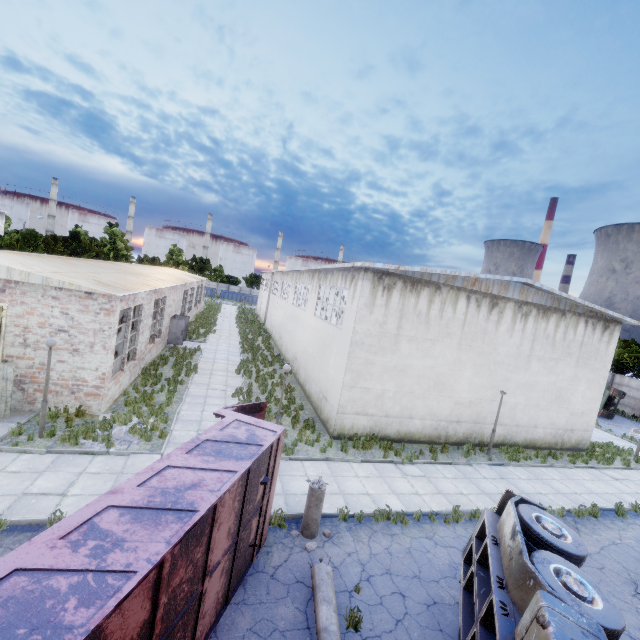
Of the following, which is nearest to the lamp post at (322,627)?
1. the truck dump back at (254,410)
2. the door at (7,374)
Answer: the truck dump back at (254,410)

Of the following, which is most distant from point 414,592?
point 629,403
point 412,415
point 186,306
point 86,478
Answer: point 629,403

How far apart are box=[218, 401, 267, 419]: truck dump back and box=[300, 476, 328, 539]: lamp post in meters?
1.8 m

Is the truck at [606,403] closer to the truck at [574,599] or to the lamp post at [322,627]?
the truck at [574,599]

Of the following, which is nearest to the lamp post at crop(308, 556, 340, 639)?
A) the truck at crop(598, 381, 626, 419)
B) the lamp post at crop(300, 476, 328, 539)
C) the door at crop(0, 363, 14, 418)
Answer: the lamp post at crop(300, 476, 328, 539)

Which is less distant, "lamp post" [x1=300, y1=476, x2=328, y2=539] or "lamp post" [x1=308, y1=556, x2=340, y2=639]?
"lamp post" [x1=308, y1=556, x2=340, y2=639]

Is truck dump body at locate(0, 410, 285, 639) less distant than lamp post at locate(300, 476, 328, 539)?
Yes

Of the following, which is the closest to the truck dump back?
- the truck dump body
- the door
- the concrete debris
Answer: the truck dump body
